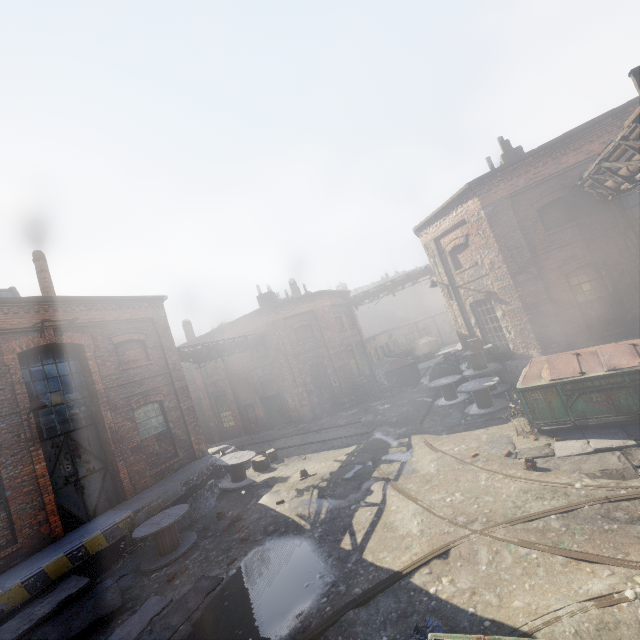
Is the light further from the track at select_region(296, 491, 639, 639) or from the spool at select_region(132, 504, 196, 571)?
the track at select_region(296, 491, 639, 639)

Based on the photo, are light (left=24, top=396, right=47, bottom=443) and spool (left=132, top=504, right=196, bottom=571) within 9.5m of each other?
yes

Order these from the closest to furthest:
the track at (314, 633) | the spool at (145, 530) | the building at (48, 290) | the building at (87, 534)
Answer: the track at (314, 633)
the building at (87, 534)
the spool at (145, 530)
the building at (48, 290)

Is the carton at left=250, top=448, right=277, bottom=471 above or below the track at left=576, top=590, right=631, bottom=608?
above

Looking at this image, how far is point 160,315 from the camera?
14.7m

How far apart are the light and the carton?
7.4 meters

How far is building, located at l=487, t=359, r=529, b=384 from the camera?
13.2m

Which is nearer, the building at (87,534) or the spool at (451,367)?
the building at (87,534)
